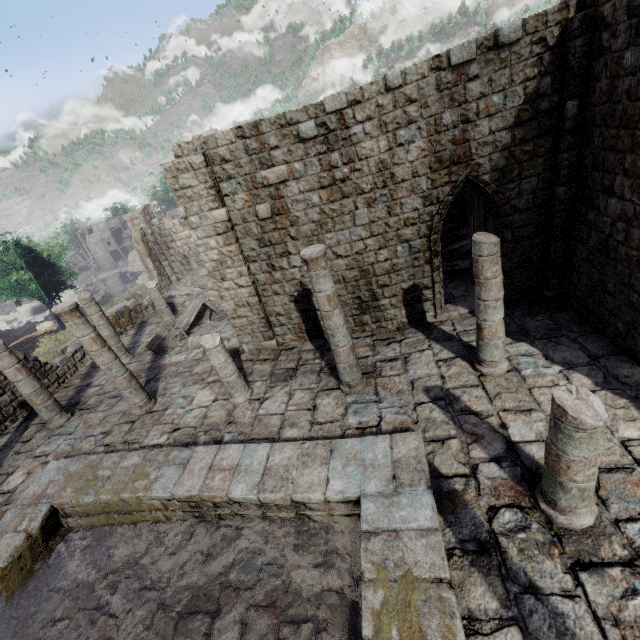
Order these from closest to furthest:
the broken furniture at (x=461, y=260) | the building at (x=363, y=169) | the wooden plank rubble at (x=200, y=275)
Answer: the building at (x=363, y=169)
the broken furniture at (x=461, y=260)
the wooden plank rubble at (x=200, y=275)

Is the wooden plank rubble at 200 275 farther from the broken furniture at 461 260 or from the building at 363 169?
the broken furniture at 461 260

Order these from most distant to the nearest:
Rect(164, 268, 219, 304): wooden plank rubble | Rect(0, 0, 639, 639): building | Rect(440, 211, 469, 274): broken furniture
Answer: Rect(164, 268, 219, 304): wooden plank rubble < Rect(440, 211, 469, 274): broken furniture < Rect(0, 0, 639, 639): building

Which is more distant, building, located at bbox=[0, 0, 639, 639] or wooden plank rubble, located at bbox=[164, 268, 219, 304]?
wooden plank rubble, located at bbox=[164, 268, 219, 304]

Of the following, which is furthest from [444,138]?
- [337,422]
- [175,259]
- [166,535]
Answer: [175,259]

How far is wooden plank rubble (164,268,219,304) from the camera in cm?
1875

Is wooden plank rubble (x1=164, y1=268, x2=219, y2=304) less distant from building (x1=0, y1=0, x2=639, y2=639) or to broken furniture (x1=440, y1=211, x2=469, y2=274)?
building (x1=0, y1=0, x2=639, y2=639)
